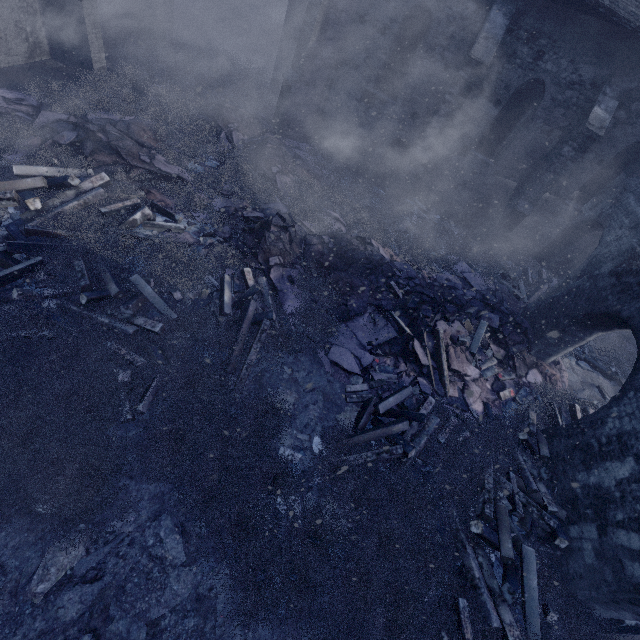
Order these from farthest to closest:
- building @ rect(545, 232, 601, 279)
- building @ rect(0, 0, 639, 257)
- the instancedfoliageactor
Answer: building @ rect(545, 232, 601, 279)
building @ rect(0, 0, 639, 257)
the instancedfoliageactor

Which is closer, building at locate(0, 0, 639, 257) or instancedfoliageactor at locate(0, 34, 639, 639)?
instancedfoliageactor at locate(0, 34, 639, 639)

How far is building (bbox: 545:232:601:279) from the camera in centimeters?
1325cm

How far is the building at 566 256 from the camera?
13.2m

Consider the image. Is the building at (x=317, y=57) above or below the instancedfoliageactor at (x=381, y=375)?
above

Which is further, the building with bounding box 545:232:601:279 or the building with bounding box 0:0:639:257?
the building with bounding box 545:232:601:279

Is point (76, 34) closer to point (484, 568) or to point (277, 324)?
point (277, 324)
